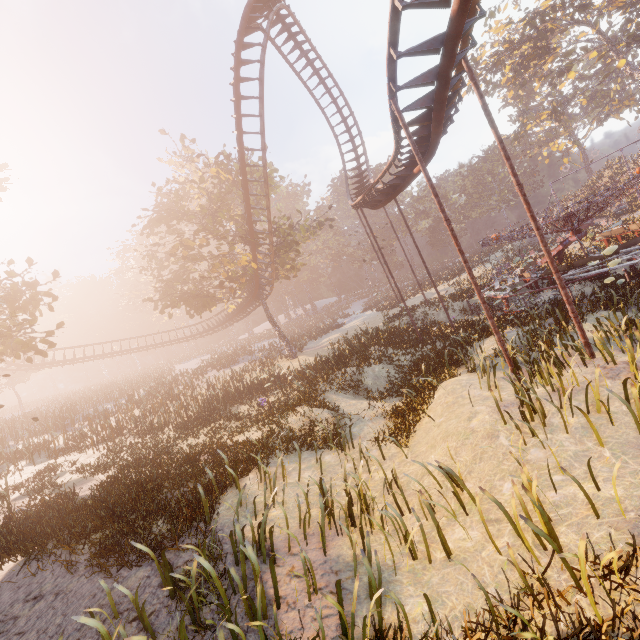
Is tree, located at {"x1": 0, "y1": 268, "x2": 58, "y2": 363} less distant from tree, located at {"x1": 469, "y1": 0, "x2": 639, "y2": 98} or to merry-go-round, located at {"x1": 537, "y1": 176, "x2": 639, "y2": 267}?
merry-go-round, located at {"x1": 537, "y1": 176, "x2": 639, "y2": 267}

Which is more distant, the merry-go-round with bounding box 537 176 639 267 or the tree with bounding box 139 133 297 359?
the tree with bounding box 139 133 297 359

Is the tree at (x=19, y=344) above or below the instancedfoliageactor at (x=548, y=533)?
above

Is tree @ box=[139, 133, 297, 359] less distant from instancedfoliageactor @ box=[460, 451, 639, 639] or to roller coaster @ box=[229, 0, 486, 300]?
roller coaster @ box=[229, 0, 486, 300]

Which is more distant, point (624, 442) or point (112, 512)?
point (112, 512)

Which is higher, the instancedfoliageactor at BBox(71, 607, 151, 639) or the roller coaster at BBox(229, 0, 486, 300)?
the roller coaster at BBox(229, 0, 486, 300)

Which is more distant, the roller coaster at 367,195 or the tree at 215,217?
the tree at 215,217

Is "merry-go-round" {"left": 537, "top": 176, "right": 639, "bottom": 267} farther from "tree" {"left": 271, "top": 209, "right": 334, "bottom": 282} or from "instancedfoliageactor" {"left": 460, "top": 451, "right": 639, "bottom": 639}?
"instancedfoliageactor" {"left": 460, "top": 451, "right": 639, "bottom": 639}
